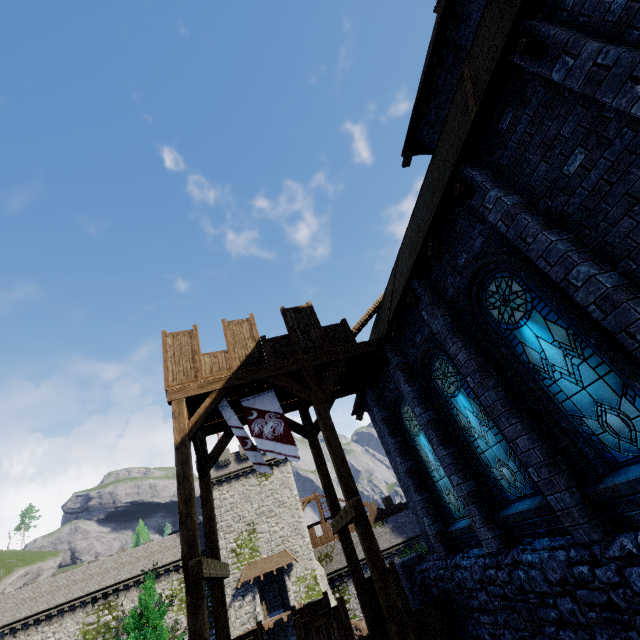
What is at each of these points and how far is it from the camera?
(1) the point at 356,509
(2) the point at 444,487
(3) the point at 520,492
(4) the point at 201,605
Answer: (1) wooden beam, 7.2m
(2) window glass, 9.8m
(3) window glass, 6.9m
(4) wooden post, 6.4m

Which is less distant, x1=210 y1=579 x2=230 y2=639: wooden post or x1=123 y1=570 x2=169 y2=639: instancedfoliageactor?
x1=210 y1=579 x2=230 y2=639: wooden post

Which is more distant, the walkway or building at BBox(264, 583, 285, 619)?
building at BBox(264, 583, 285, 619)

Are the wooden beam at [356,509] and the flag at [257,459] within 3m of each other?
yes

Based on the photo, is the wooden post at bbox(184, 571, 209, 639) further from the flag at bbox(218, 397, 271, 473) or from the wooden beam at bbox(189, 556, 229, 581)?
the flag at bbox(218, 397, 271, 473)

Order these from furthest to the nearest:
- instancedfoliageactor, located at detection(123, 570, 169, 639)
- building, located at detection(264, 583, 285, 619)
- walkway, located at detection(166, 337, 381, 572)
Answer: building, located at detection(264, 583, 285, 619), instancedfoliageactor, located at detection(123, 570, 169, 639), walkway, located at detection(166, 337, 381, 572)

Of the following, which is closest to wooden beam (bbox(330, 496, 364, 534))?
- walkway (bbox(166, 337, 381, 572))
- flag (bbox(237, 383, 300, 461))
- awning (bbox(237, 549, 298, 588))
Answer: walkway (bbox(166, 337, 381, 572))

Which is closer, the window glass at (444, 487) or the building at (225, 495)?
the window glass at (444, 487)
